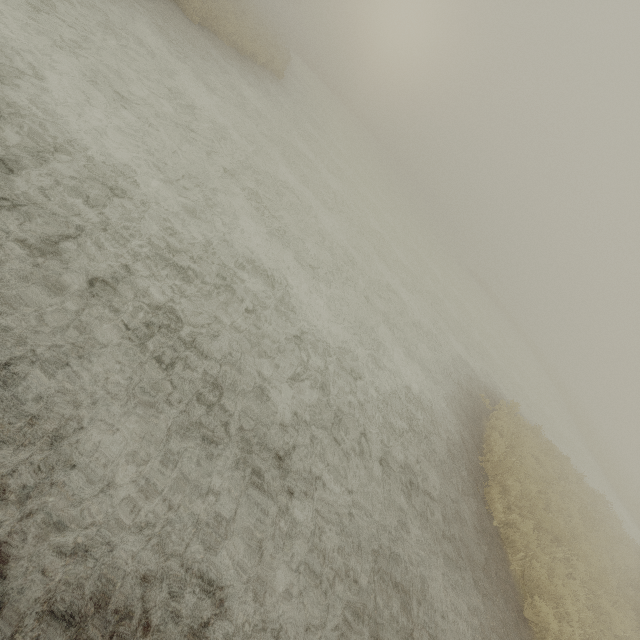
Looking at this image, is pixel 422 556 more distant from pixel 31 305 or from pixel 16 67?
pixel 16 67
